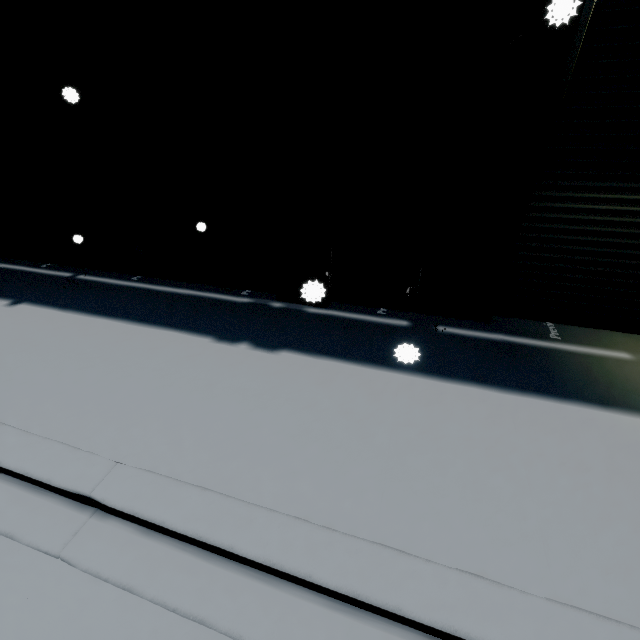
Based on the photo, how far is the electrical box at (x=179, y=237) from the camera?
5.20m

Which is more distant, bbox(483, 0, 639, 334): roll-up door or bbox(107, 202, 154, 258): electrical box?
bbox(107, 202, 154, 258): electrical box

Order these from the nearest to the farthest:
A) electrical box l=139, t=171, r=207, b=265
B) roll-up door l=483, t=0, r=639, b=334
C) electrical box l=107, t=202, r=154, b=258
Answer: roll-up door l=483, t=0, r=639, b=334
electrical box l=139, t=171, r=207, b=265
electrical box l=107, t=202, r=154, b=258

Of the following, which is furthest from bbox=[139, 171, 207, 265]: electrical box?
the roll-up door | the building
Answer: the roll-up door

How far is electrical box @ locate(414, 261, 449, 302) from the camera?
4.4 meters

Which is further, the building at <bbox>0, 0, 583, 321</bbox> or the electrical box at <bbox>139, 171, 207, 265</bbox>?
Answer: the electrical box at <bbox>139, 171, 207, 265</bbox>

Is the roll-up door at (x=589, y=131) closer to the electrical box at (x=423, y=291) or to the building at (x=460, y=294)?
the building at (x=460, y=294)

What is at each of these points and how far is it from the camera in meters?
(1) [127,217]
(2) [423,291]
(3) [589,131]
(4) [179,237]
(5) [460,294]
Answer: (1) electrical box, 5.8
(2) electrical box, 4.6
(3) roll-up door, 3.8
(4) electrical box, 5.7
(5) building, 5.0
